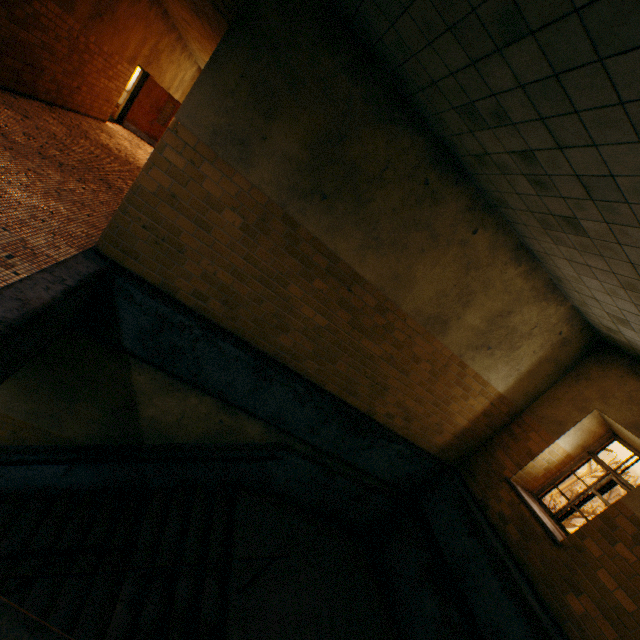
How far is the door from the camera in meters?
12.1 m

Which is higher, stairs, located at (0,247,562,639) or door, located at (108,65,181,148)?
door, located at (108,65,181,148)

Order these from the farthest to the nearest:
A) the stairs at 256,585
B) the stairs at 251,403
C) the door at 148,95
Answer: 1. the door at 148,95
2. the stairs at 256,585
3. the stairs at 251,403

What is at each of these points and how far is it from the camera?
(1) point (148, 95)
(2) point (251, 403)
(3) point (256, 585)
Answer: (1) door, 12.28m
(2) stairs, 5.40m
(3) stairs, 4.78m

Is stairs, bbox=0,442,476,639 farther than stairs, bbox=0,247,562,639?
Yes

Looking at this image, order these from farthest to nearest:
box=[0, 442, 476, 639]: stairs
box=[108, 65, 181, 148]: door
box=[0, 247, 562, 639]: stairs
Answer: box=[108, 65, 181, 148]: door < box=[0, 442, 476, 639]: stairs < box=[0, 247, 562, 639]: stairs

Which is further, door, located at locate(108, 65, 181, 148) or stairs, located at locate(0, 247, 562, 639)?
door, located at locate(108, 65, 181, 148)

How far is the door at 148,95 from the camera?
12.1m
